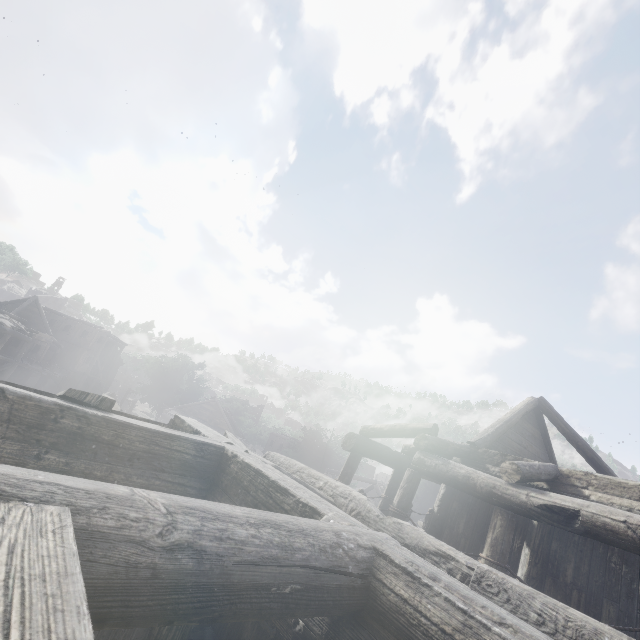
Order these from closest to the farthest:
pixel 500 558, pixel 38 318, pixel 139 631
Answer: Answer:
1. pixel 139 631
2. pixel 500 558
3. pixel 38 318
